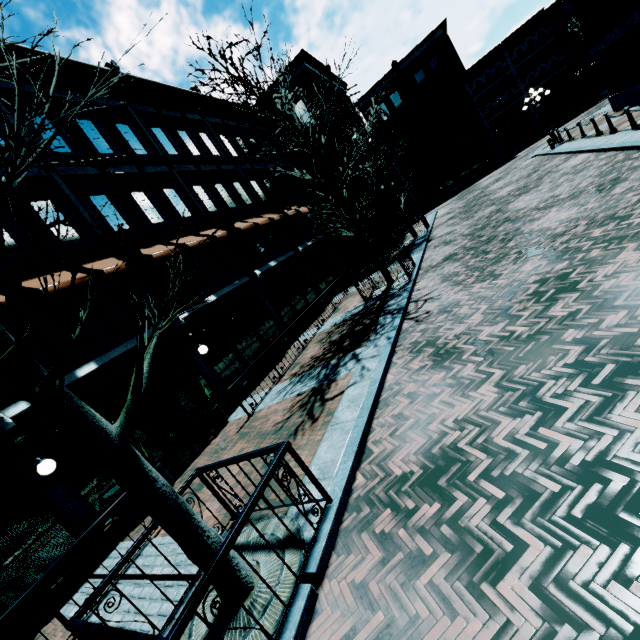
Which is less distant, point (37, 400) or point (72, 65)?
point (37, 400)

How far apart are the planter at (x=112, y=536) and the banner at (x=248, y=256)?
10.18m

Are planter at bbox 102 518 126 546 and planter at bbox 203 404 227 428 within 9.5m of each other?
yes

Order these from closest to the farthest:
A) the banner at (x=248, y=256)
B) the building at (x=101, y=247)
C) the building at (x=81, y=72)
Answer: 1. the building at (x=101, y=247)
2. the building at (x=81, y=72)
3. the banner at (x=248, y=256)

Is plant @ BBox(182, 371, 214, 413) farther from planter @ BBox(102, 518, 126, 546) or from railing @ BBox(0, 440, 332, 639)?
railing @ BBox(0, 440, 332, 639)

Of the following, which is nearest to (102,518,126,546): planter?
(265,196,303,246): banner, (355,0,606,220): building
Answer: (355,0,606,220): building

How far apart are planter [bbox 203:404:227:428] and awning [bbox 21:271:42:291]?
4.8m

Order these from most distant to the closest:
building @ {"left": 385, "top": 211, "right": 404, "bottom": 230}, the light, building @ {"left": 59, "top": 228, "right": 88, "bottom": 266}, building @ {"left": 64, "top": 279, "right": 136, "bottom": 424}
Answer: building @ {"left": 385, "top": 211, "right": 404, "bottom": 230} < building @ {"left": 59, "top": 228, "right": 88, "bottom": 266} < building @ {"left": 64, "top": 279, "right": 136, "bottom": 424} < the light
